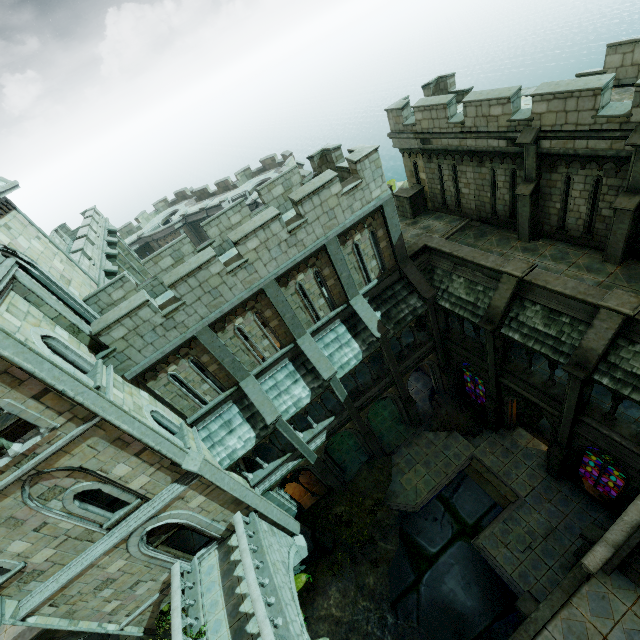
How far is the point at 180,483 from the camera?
12.1m

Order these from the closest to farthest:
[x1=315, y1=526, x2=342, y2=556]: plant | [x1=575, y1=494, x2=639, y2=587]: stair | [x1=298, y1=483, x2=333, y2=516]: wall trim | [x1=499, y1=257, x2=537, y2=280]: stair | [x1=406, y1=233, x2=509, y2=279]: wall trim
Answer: [x1=575, y1=494, x2=639, y2=587]: stair, [x1=499, y1=257, x2=537, y2=280]: stair, [x1=406, y1=233, x2=509, y2=279]: wall trim, [x1=315, y1=526, x2=342, y2=556]: plant, [x1=298, y1=483, x2=333, y2=516]: wall trim

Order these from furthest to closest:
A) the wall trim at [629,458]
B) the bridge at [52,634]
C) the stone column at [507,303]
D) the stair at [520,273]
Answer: the bridge at [52,634] < the stone column at [507,303] < the stair at [520,273] < the wall trim at [629,458]

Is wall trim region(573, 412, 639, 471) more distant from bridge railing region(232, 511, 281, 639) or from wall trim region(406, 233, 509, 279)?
bridge railing region(232, 511, 281, 639)

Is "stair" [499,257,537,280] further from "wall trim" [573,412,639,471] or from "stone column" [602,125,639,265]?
"wall trim" [573,412,639,471]

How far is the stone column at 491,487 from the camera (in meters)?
17.05

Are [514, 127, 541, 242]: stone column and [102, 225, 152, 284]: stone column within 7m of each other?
no

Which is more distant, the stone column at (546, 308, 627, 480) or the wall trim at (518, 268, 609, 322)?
the wall trim at (518, 268, 609, 322)
